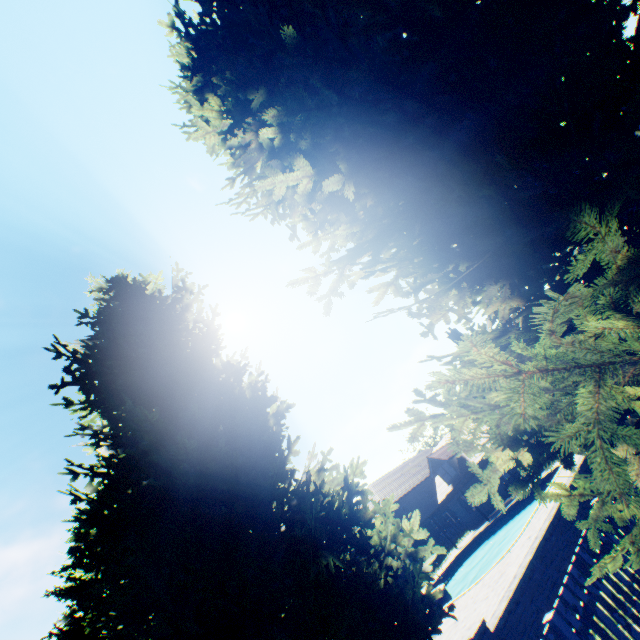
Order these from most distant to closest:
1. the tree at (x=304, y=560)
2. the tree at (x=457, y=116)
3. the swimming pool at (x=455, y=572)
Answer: the swimming pool at (x=455, y=572)
the tree at (x=304, y=560)
the tree at (x=457, y=116)

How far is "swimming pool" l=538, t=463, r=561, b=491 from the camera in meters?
17.9

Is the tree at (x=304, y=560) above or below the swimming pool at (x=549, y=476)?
above

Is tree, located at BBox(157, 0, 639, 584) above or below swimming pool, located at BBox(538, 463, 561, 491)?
above

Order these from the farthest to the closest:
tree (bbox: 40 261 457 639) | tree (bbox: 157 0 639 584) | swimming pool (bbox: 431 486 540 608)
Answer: swimming pool (bbox: 431 486 540 608), tree (bbox: 40 261 457 639), tree (bbox: 157 0 639 584)

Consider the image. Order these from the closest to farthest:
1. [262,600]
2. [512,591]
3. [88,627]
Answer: [262,600], [512,591], [88,627]
